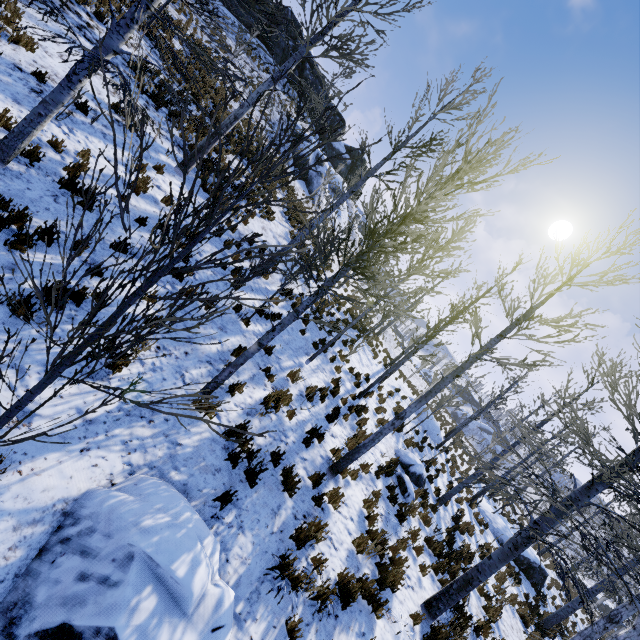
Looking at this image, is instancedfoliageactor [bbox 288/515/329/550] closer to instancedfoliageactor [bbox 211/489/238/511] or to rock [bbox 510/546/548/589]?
rock [bbox 510/546/548/589]

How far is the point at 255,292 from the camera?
10.5 meters

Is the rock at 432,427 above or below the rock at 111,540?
above

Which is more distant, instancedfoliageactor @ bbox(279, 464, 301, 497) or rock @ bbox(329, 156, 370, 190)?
rock @ bbox(329, 156, 370, 190)

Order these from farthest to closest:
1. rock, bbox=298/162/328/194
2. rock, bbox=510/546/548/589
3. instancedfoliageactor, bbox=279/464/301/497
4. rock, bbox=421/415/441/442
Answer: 1. rock, bbox=298/162/328/194
2. rock, bbox=421/415/441/442
3. rock, bbox=510/546/548/589
4. instancedfoliageactor, bbox=279/464/301/497

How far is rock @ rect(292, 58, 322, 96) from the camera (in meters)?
30.16

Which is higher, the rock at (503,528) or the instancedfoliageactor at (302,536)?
the rock at (503,528)

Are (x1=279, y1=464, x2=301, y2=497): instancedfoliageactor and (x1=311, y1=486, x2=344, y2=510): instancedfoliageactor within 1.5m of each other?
yes
